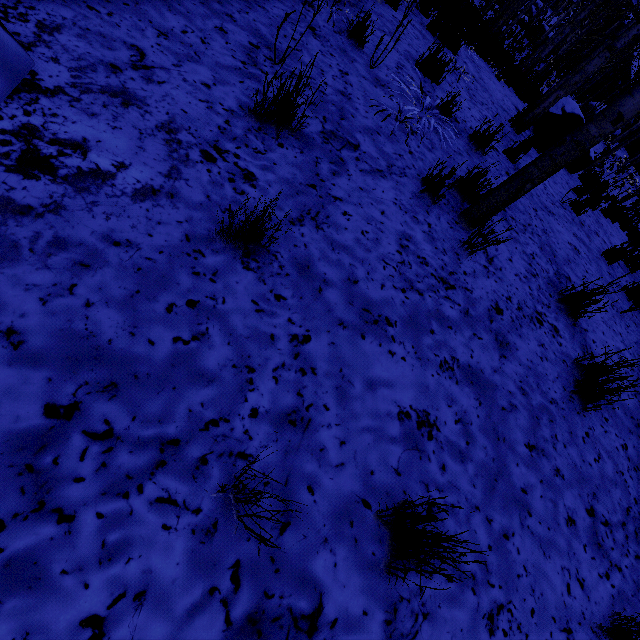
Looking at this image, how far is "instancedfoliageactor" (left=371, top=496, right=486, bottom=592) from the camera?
1.2 meters

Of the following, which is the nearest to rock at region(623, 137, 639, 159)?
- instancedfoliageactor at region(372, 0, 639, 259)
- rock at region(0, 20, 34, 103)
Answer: instancedfoliageactor at region(372, 0, 639, 259)

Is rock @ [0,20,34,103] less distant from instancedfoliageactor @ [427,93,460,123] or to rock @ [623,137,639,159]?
instancedfoliageactor @ [427,93,460,123]

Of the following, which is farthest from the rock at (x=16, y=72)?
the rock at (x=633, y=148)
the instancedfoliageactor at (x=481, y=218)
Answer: the rock at (x=633, y=148)

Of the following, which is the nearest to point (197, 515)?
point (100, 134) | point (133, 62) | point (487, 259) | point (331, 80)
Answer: point (100, 134)

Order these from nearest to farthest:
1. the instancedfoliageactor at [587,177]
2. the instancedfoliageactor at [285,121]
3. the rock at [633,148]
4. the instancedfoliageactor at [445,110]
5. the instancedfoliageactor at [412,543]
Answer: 1. the instancedfoliageactor at [412,543]
2. the instancedfoliageactor at [285,121]
3. the instancedfoliageactor at [587,177]
4. the instancedfoliageactor at [445,110]
5. the rock at [633,148]

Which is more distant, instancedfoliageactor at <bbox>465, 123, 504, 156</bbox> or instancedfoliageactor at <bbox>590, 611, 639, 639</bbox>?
instancedfoliageactor at <bbox>465, 123, 504, 156</bbox>
